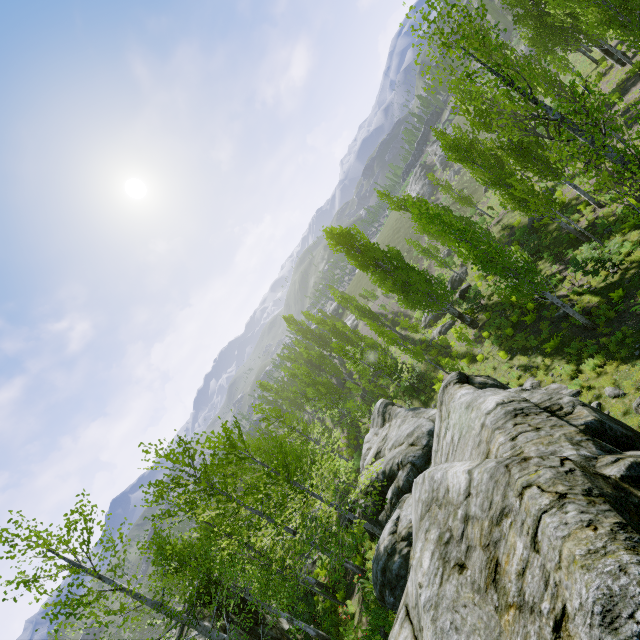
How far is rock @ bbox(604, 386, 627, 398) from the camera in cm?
1038

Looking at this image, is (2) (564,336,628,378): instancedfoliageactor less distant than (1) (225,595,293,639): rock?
Yes

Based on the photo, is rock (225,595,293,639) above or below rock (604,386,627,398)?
above

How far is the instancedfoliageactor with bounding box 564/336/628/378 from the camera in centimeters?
1134cm

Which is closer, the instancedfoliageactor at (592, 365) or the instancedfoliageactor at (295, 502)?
the instancedfoliageactor at (295, 502)

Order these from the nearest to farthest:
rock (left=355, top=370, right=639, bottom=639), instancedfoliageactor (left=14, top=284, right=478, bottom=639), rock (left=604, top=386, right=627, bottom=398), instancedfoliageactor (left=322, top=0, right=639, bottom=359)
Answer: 1. rock (left=355, top=370, right=639, bottom=639)
2. instancedfoliageactor (left=322, top=0, right=639, bottom=359)
3. instancedfoliageactor (left=14, top=284, right=478, bottom=639)
4. rock (left=604, top=386, right=627, bottom=398)

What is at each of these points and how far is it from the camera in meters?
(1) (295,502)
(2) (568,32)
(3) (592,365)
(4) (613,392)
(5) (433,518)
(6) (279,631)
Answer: (1) instancedfoliageactor, 21.1
(2) instancedfoliageactor, 23.0
(3) instancedfoliageactor, 12.0
(4) rock, 10.6
(5) rock, 4.8
(6) rock, 14.7
